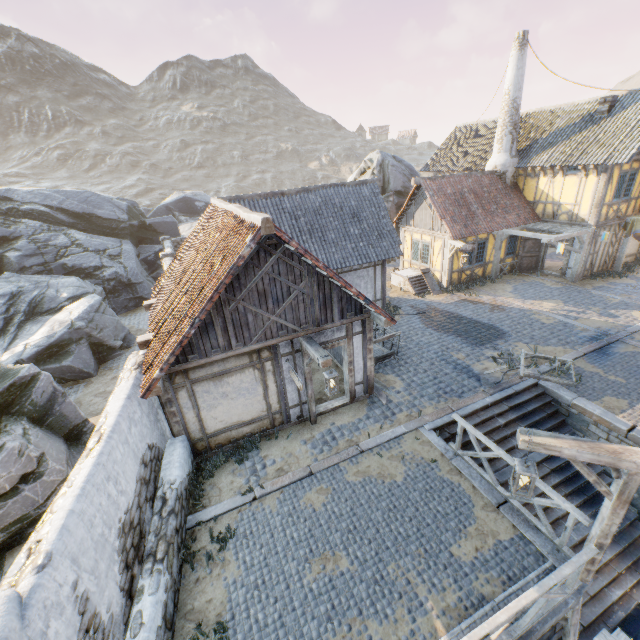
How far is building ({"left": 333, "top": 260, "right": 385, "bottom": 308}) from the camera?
14.7 meters

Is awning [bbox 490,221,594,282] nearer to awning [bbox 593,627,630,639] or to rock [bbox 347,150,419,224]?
rock [bbox 347,150,419,224]

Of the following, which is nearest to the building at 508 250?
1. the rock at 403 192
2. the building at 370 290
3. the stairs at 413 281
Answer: the stairs at 413 281

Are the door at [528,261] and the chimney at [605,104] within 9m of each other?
yes

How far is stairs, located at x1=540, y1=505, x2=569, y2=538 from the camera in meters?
8.2

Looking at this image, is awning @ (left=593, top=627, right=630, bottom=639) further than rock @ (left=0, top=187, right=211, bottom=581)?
No

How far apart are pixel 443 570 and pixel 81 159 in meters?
78.6

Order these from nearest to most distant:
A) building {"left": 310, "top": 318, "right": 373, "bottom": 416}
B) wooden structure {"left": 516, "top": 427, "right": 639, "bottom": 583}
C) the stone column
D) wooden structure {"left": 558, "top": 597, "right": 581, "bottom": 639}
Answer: the stone column < wooden structure {"left": 516, "top": 427, "right": 639, "bottom": 583} < wooden structure {"left": 558, "top": 597, "right": 581, "bottom": 639} < building {"left": 310, "top": 318, "right": 373, "bottom": 416}
